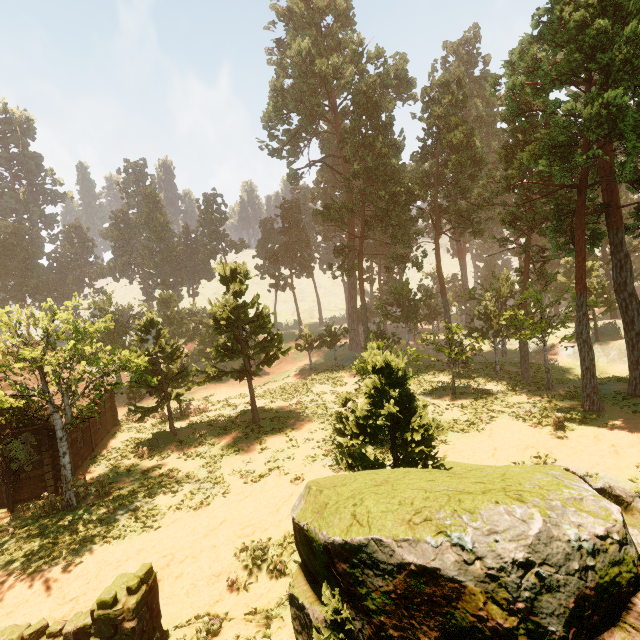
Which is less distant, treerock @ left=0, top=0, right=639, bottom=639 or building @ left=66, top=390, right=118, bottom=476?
treerock @ left=0, top=0, right=639, bottom=639

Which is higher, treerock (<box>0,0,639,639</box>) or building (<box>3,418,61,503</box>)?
treerock (<box>0,0,639,639</box>)

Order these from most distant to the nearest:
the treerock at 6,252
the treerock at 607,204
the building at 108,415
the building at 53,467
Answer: the treerock at 6,252 < the building at 108,415 < the building at 53,467 < the treerock at 607,204

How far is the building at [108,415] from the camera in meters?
19.4

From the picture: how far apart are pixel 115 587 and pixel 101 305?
42.4m

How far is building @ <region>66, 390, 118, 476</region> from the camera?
19.4 meters

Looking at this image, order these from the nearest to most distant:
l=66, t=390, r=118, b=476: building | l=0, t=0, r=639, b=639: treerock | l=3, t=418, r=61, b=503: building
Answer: l=0, t=0, r=639, b=639: treerock
l=3, t=418, r=61, b=503: building
l=66, t=390, r=118, b=476: building
